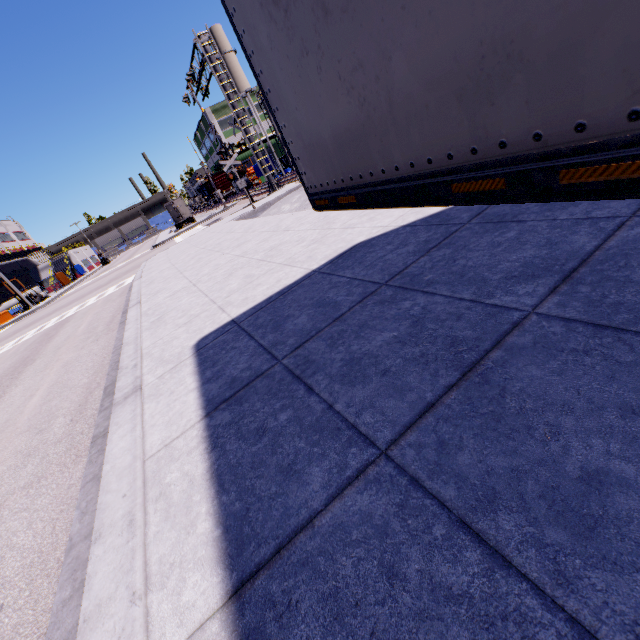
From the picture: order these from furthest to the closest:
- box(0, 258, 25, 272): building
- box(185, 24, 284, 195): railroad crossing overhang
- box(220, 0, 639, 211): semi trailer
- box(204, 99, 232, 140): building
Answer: box(204, 99, 232, 140): building < box(0, 258, 25, 272): building < box(185, 24, 284, 195): railroad crossing overhang < box(220, 0, 639, 211): semi trailer

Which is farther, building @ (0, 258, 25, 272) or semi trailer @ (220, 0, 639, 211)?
building @ (0, 258, 25, 272)

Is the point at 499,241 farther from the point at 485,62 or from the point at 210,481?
the point at 210,481

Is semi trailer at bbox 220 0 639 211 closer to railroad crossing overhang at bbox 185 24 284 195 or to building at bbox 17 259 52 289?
building at bbox 17 259 52 289

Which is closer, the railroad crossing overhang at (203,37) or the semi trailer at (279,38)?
the semi trailer at (279,38)

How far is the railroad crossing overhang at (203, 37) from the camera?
17.8m

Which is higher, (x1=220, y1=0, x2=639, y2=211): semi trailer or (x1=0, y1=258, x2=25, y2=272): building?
(x1=0, y1=258, x2=25, y2=272): building
